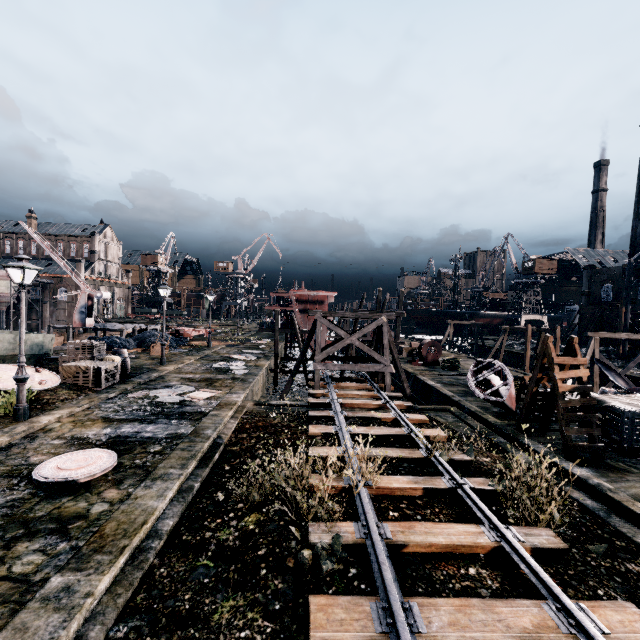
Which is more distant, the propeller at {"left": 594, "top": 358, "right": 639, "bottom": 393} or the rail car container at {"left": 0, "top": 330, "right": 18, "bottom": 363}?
the propeller at {"left": 594, "top": 358, "right": 639, "bottom": 393}

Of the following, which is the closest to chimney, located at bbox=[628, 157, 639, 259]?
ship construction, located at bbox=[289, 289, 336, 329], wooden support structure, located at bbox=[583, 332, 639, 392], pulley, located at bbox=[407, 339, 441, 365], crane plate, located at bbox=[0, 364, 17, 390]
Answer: wooden support structure, located at bbox=[583, 332, 639, 392]

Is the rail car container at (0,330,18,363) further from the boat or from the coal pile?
the boat

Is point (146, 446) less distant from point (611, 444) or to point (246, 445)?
point (246, 445)

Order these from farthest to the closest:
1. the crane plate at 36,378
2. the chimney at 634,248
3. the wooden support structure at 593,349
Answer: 1. the chimney at 634,248
2. the wooden support structure at 593,349
3. the crane plate at 36,378

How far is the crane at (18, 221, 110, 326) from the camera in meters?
37.5

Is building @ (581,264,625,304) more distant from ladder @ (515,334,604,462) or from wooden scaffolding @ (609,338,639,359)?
wooden scaffolding @ (609,338,639,359)

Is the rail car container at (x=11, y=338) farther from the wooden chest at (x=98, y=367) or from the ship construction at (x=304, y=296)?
the ship construction at (x=304, y=296)
